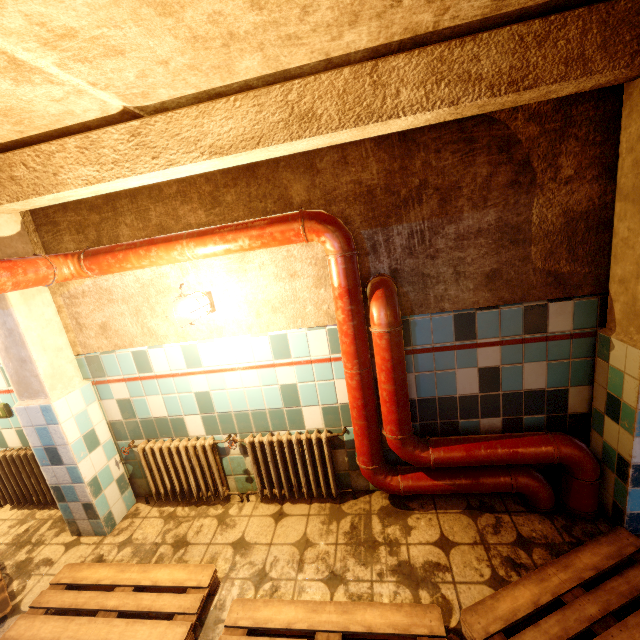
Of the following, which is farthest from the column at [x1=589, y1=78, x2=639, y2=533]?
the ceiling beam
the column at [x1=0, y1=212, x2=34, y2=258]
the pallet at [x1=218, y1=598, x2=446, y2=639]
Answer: the column at [x1=0, y1=212, x2=34, y2=258]

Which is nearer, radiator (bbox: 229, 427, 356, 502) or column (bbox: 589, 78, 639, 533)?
column (bbox: 589, 78, 639, 533)

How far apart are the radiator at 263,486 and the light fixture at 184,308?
0.98m

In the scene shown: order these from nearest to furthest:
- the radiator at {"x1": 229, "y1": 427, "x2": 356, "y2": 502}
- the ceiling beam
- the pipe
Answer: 1. the ceiling beam
2. the pipe
3. the radiator at {"x1": 229, "y1": 427, "x2": 356, "y2": 502}

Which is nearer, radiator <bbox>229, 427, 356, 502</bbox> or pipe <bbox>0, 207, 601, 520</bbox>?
pipe <bbox>0, 207, 601, 520</bbox>

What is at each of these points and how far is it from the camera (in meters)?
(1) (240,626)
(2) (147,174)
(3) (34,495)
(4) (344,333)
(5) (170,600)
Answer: (1) pallet, 1.79
(2) ceiling beam, 1.90
(3) radiator, 3.10
(4) pipe, 2.14
(5) pallet, 1.99

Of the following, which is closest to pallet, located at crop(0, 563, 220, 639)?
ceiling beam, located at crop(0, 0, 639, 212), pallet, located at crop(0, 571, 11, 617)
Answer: pallet, located at crop(0, 571, 11, 617)

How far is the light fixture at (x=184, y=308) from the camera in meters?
2.2 m
